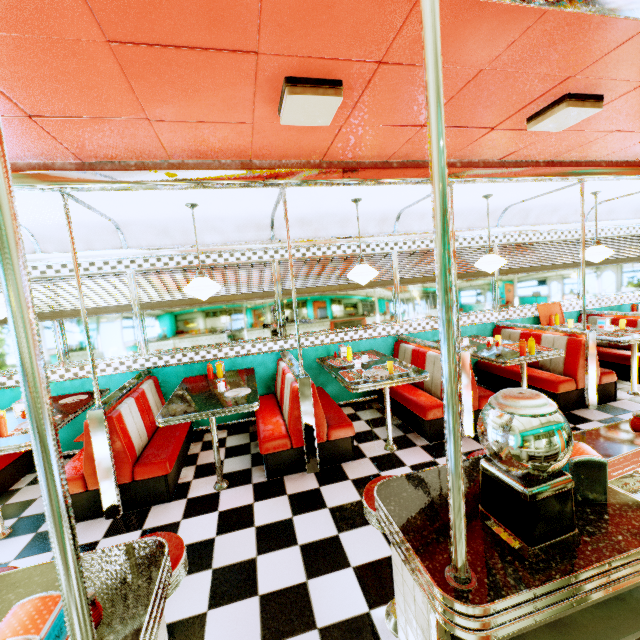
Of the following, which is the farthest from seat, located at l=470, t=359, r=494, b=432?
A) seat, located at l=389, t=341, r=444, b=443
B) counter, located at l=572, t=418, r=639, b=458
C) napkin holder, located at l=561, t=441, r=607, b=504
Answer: napkin holder, located at l=561, t=441, r=607, b=504

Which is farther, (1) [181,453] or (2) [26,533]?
(1) [181,453]

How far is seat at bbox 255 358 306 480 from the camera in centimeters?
349cm

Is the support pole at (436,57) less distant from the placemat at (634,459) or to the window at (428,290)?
the placemat at (634,459)

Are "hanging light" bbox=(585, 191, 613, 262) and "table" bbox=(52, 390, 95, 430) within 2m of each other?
no

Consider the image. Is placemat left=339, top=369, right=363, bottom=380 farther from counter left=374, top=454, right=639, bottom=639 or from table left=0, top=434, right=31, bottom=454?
table left=0, top=434, right=31, bottom=454

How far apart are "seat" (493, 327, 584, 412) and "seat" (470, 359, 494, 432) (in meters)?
0.88

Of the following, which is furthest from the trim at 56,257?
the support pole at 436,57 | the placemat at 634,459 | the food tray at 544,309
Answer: the placemat at 634,459
